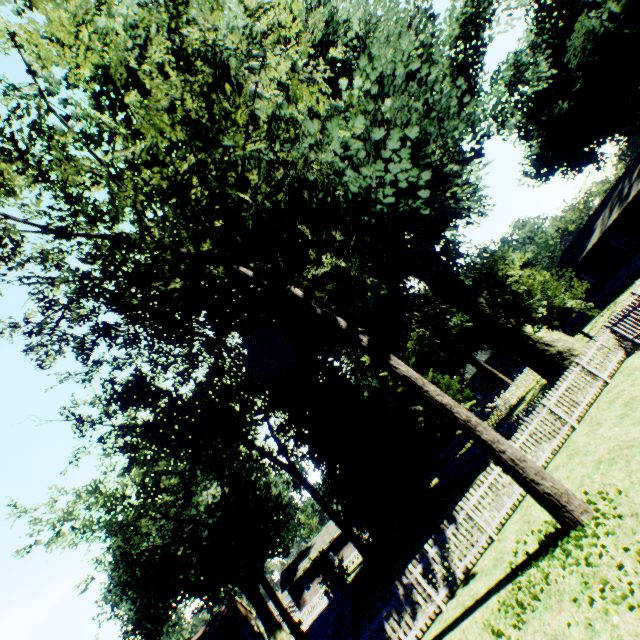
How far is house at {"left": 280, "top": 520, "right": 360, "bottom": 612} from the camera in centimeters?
4659cm

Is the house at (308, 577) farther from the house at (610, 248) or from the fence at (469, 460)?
the house at (610, 248)

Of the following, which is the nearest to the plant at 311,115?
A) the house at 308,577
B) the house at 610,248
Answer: the house at 610,248

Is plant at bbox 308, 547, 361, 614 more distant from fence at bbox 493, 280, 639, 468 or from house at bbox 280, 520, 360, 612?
house at bbox 280, 520, 360, 612

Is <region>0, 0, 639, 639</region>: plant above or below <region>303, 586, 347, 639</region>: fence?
above

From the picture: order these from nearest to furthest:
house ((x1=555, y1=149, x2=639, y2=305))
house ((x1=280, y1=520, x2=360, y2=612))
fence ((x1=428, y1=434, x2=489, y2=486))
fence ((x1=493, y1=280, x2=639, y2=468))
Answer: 1. fence ((x1=493, y1=280, x2=639, y2=468))
2. fence ((x1=428, y1=434, x2=489, y2=486))
3. house ((x1=555, y1=149, x2=639, y2=305))
4. house ((x1=280, y1=520, x2=360, y2=612))

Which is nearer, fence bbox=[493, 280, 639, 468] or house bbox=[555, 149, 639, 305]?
fence bbox=[493, 280, 639, 468]

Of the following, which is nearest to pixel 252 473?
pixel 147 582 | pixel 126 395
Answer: pixel 147 582
